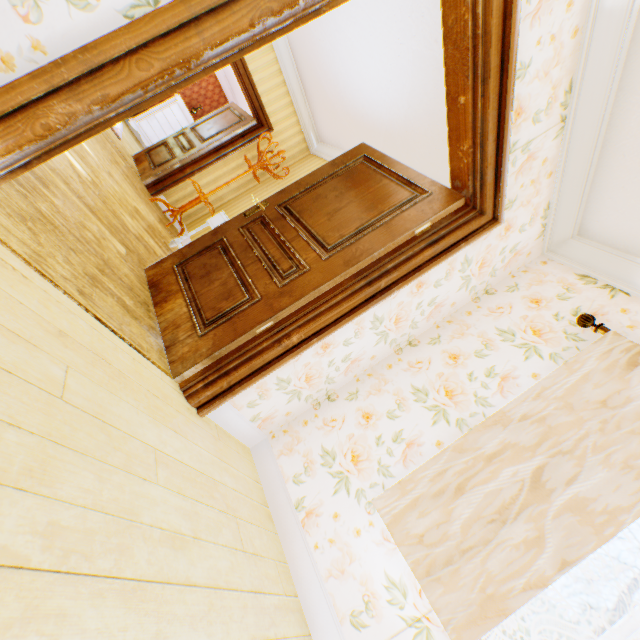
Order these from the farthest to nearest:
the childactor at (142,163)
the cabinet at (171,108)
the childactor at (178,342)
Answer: the cabinet at (171,108) < the childactor at (142,163) < the childactor at (178,342)

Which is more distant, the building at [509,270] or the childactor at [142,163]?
the childactor at [142,163]

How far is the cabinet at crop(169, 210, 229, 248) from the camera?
4.0 meters

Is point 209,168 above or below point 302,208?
below

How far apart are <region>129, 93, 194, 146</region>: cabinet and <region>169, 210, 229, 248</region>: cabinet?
6.96m

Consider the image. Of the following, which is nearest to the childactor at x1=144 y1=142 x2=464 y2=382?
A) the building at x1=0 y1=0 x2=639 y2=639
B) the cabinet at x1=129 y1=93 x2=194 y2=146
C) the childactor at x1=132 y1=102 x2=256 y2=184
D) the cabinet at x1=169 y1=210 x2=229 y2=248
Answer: the building at x1=0 y1=0 x2=639 y2=639

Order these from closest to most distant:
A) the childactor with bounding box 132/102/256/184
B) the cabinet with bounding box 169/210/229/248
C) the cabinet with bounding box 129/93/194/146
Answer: the cabinet with bounding box 169/210/229/248, the childactor with bounding box 132/102/256/184, the cabinet with bounding box 129/93/194/146

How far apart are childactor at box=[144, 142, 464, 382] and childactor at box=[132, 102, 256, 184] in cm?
366
